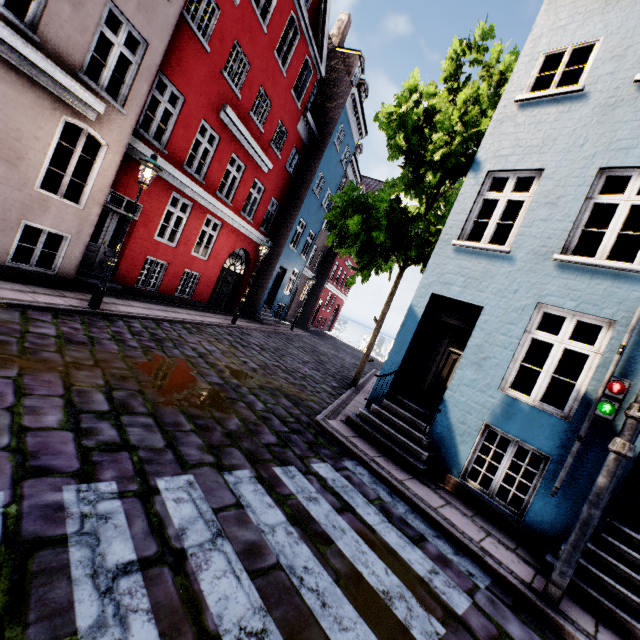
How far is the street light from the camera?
7.41m

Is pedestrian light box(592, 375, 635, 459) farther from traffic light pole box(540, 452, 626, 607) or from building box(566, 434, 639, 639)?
building box(566, 434, 639, 639)

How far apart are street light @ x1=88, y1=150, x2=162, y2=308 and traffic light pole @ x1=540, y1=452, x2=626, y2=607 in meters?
9.6 m

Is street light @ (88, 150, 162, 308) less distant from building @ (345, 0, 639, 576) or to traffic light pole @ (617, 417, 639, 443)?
Result: building @ (345, 0, 639, 576)

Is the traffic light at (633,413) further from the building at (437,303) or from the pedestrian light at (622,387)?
the building at (437,303)

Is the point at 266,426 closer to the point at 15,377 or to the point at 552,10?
the point at 15,377

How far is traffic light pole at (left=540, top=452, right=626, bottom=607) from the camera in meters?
3.7
